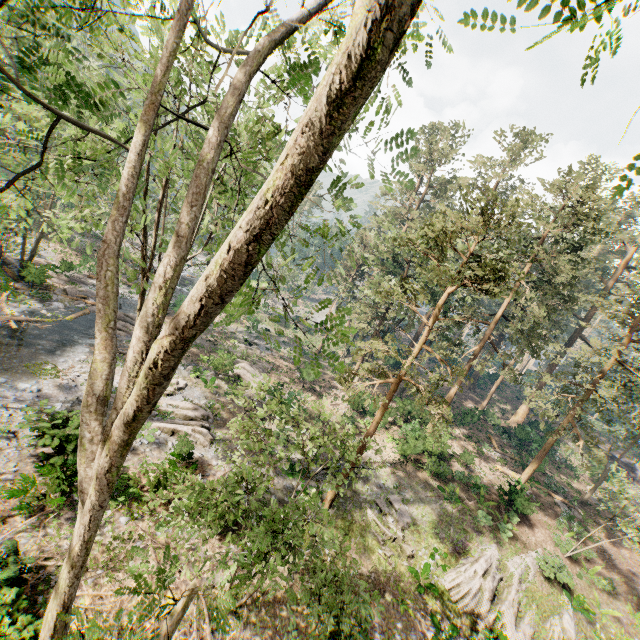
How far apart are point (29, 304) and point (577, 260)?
40.3m

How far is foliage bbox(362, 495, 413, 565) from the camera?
17.2 meters

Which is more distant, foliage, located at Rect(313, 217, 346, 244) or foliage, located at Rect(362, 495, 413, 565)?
foliage, located at Rect(362, 495, 413, 565)

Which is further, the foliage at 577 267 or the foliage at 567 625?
the foliage at 567 625

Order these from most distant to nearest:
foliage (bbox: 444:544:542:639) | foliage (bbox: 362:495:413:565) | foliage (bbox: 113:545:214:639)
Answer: foliage (bbox: 362:495:413:565) → foliage (bbox: 444:544:542:639) → foliage (bbox: 113:545:214:639)

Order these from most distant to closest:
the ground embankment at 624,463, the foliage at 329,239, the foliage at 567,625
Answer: the ground embankment at 624,463, the foliage at 567,625, the foliage at 329,239
